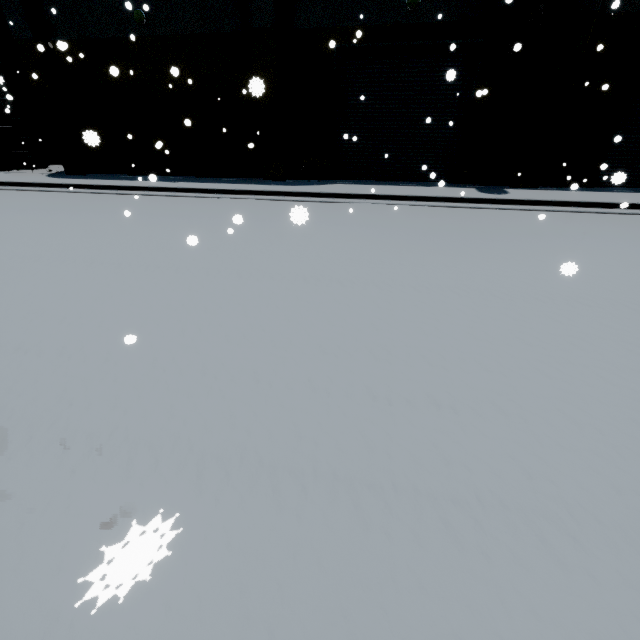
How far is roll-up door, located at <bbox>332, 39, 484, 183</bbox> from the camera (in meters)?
11.35

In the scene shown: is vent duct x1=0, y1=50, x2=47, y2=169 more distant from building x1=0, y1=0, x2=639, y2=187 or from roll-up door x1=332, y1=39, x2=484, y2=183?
roll-up door x1=332, y1=39, x2=484, y2=183

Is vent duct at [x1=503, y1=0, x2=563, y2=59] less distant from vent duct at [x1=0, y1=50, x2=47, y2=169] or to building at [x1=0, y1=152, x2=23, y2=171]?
building at [x1=0, y1=152, x2=23, y2=171]

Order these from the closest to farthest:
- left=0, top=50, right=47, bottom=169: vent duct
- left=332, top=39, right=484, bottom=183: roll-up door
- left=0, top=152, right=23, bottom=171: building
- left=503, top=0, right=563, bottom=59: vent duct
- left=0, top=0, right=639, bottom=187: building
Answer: left=503, top=0, right=563, bottom=59: vent duct
left=0, top=0, right=639, bottom=187: building
left=332, top=39, right=484, bottom=183: roll-up door
left=0, top=50, right=47, bottom=169: vent duct
left=0, top=152, right=23, bottom=171: building

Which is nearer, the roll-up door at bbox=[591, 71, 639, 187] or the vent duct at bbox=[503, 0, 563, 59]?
the vent duct at bbox=[503, 0, 563, 59]

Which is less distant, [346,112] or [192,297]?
[192,297]

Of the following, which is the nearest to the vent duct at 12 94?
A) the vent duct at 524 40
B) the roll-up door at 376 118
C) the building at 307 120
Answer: the building at 307 120

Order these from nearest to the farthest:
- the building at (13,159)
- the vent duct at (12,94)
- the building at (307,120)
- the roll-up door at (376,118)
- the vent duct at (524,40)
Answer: the vent duct at (524,40), the building at (307,120), the roll-up door at (376,118), the vent duct at (12,94), the building at (13,159)
